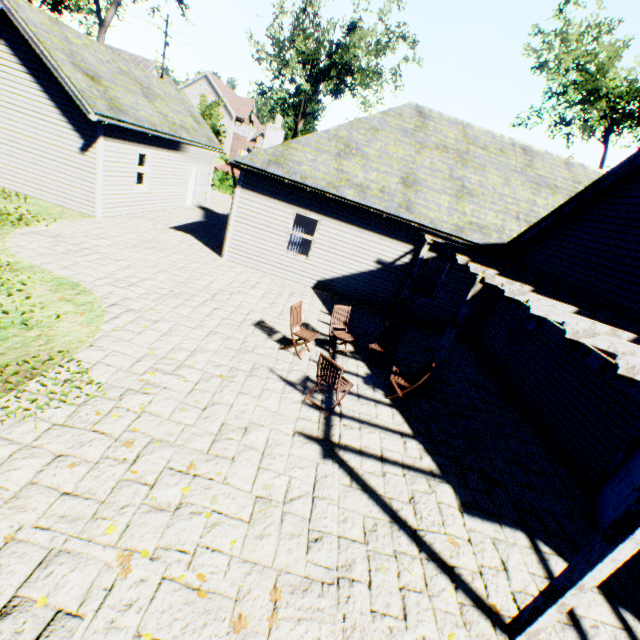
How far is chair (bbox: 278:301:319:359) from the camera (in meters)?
7.25

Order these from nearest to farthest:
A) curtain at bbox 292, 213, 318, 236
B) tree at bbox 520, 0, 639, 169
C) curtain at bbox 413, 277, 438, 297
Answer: curtain at bbox 292, 213, 318, 236 < curtain at bbox 413, 277, 438, 297 < tree at bbox 520, 0, 639, 169

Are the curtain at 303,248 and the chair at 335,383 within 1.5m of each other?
no

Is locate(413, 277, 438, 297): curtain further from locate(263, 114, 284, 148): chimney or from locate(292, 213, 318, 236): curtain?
locate(263, 114, 284, 148): chimney

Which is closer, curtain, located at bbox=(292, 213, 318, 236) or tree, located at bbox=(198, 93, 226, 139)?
curtain, located at bbox=(292, 213, 318, 236)

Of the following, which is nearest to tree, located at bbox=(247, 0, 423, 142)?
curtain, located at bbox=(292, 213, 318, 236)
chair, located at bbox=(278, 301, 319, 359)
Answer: curtain, located at bbox=(292, 213, 318, 236)

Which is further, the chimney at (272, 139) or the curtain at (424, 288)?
the chimney at (272, 139)

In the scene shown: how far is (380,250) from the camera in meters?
11.6
